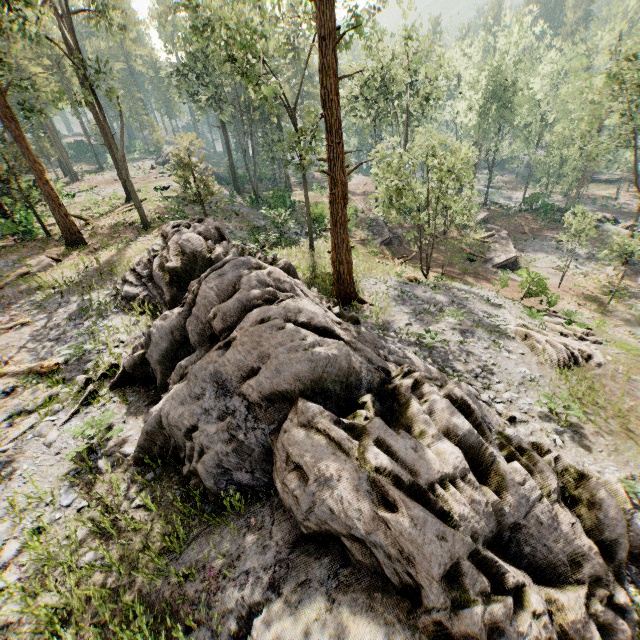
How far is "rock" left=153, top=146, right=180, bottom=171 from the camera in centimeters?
5150cm

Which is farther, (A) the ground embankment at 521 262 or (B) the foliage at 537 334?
(A) the ground embankment at 521 262

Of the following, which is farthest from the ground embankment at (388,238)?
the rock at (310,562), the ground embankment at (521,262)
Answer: the rock at (310,562)

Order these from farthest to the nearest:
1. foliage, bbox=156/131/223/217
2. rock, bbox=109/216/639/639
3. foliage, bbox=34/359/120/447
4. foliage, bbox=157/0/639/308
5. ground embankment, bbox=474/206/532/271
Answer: ground embankment, bbox=474/206/532/271, foliage, bbox=156/131/223/217, foliage, bbox=157/0/639/308, foliage, bbox=34/359/120/447, rock, bbox=109/216/639/639

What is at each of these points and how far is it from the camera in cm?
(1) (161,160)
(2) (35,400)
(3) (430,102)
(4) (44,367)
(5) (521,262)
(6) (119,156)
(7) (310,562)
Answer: (1) rock, 5622
(2) foliage, 921
(3) foliage, 5562
(4) foliage, 1038
(5) ground embankment, 3403
(6) foliage, 2059
(7) rock, 482

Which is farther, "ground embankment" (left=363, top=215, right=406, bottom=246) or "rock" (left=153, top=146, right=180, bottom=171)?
"rock" (left=153, top=146, right=180, bottom=171)

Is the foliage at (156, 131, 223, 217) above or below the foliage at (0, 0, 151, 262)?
above

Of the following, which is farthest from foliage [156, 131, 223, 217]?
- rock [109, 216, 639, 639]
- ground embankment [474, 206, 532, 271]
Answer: ground embankment [474, 206, 532, 271]
